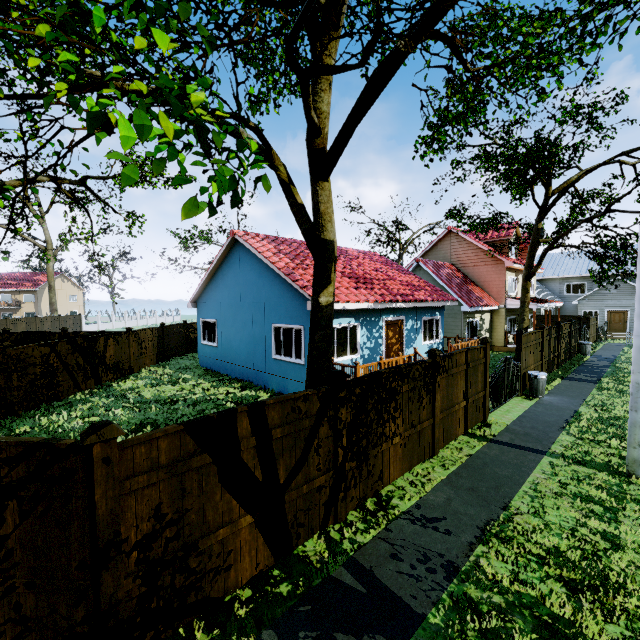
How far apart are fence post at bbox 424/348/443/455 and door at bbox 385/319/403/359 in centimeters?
617cm

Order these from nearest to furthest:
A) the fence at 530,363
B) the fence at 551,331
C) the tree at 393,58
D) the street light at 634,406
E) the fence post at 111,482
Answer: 1. the tree at 393,58
2. the fence post at 111,482
3. the street light at 634,406
4. the fence at 530,363
5. the fence at 551,331

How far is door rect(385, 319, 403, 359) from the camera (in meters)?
14.36

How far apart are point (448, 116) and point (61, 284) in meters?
72.2

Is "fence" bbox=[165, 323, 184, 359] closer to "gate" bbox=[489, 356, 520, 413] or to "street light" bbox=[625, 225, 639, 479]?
"gate" bbox=[489, 356, 520, 413]

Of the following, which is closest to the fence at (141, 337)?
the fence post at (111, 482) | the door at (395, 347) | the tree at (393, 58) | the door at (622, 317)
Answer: the fence post at (111, 482)

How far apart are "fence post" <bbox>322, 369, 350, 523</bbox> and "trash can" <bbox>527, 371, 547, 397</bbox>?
10.5 meters

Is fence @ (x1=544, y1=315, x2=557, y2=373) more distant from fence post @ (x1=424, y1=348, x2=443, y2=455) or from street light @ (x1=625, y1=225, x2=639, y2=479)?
street light @ (x1=625, y1=225, x2=639, y2=479)
